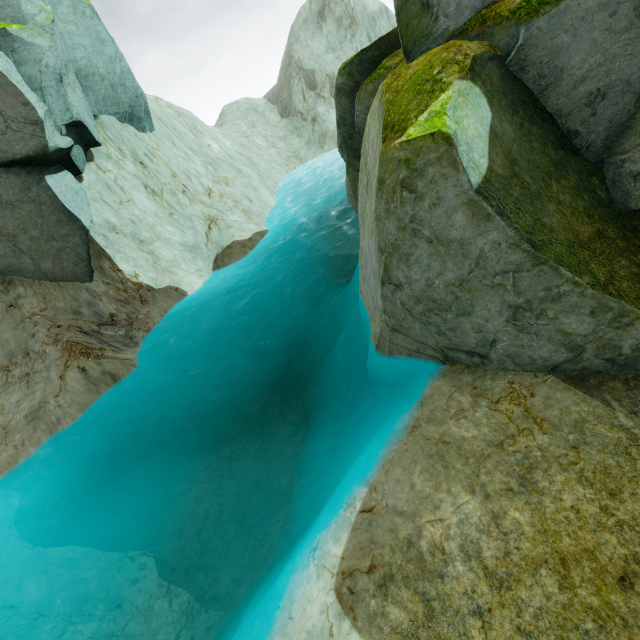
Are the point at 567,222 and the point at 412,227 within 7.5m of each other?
yes

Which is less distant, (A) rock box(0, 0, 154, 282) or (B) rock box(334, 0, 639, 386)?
(B) rock box(334, 0, 639, 386)

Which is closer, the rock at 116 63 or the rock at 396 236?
the rock at 396 236
